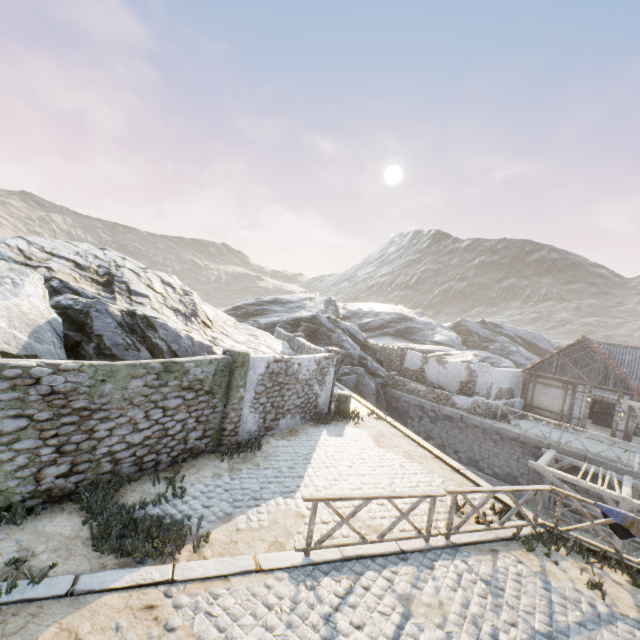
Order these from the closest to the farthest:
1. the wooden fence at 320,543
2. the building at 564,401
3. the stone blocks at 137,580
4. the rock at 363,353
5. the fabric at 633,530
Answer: the stone blocks at 137,580
the wooden fence at 320,543
the fabric at 633,530
the rock at 363,353
the building at 564,401

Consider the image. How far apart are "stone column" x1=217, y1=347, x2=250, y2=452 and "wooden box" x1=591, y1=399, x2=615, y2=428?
25.9 meters

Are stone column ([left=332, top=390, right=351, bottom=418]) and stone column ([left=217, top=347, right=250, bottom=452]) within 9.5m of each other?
yes

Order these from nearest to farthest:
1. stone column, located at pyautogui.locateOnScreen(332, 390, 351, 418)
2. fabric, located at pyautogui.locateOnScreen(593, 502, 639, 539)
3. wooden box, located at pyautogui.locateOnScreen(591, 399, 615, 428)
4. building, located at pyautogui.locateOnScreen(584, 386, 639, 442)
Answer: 1. fabric, located at pyautogui.locateOnScreen(593, 502, 639, 539)
2. stone column, located at pyautogui.locateOnScreen(332, 390, 351, 418)
3. building, located at pyautogui.locateOnScreen(584, 386, 639, 442)
4. wooden box, located at pyautogui.locateOnScreen(591, 399, 615, 428)

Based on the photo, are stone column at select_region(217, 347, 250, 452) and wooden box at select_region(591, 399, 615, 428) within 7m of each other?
no

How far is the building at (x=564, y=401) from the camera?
20.83m

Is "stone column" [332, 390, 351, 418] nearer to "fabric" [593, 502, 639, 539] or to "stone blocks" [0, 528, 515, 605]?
"stone blocks" [0, 528, 515, 605]

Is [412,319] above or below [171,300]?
above
